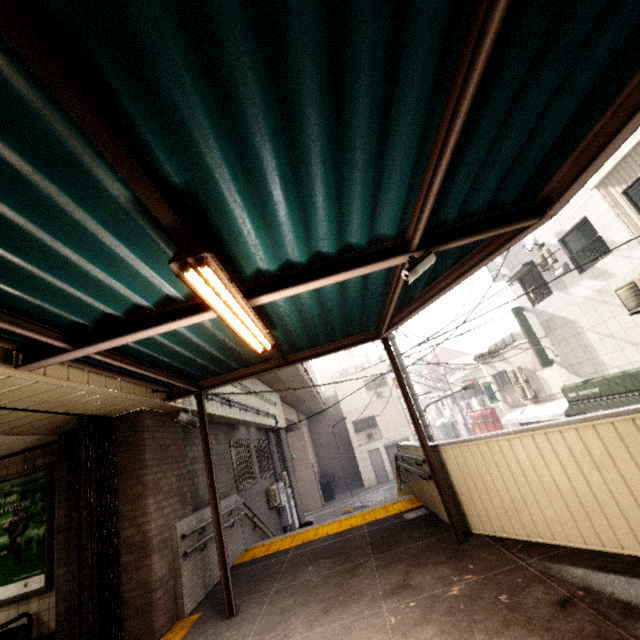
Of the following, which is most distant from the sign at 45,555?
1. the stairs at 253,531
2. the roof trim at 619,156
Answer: the roof trim at 619,156

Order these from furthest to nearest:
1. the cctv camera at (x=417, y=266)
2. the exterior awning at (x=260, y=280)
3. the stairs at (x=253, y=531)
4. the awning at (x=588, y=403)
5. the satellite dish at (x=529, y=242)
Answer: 1. the satellite dish at (x=529, y=242)
2. the awning at (x=588, y=403)
3. the stairs at (x=253, y=531)
4. the cctv camera at (x=417, y=266)
5. the exterior awning at (x=260, y=280)

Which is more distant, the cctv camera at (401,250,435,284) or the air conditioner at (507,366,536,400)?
the air conditioner at (507,366,536,400)

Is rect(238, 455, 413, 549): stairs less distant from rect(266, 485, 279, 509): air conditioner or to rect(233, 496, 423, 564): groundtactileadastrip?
rect(233, 496, 423, 564): groundtactileadastrip

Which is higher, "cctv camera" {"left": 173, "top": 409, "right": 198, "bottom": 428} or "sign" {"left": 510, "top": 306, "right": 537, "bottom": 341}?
"sign" {"left": 510, "top": 306, "right": 537, "bottom": 341}

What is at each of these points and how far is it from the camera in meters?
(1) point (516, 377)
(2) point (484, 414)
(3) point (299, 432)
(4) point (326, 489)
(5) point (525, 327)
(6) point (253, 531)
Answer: (1) air conditioner, 17.8
(2) awning, 24.9
(3) concrete pillar, 24.5
(4) dumpster, 24.4
(5) sign, 14.4
(6) stairs, 8.2

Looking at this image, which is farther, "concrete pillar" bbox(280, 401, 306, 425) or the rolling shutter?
the rolling shutter

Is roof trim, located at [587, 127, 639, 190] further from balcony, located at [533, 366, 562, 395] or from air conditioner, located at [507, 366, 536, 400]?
air conditioner, located at [507, 366, 536, 400]
